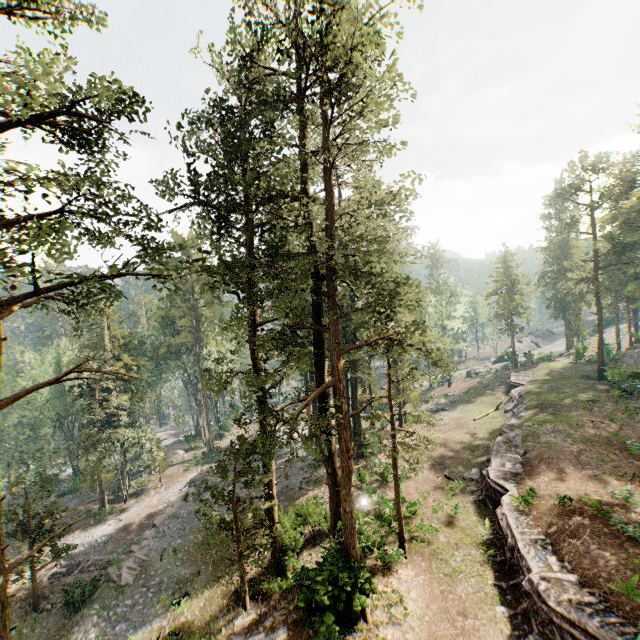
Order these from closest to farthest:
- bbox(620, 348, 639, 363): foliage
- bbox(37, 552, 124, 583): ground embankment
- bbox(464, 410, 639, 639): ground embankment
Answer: bbox(464, 410, 639, 639): ground embankment, bbox(37, 552, 124, 583): ground embankment, bbox(620, 348, 639, 363): foliage

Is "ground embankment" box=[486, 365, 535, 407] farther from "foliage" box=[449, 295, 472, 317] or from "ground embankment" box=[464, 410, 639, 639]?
"ground embankment" box=[464, 410, 639, 639]

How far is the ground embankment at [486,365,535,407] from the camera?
39.0 meters

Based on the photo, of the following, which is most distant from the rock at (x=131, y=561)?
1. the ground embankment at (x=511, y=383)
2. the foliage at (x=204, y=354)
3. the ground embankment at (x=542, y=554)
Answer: the ground embankment at (x=511, y=383)

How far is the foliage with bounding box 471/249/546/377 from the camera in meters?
49.2

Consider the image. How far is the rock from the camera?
22.42m

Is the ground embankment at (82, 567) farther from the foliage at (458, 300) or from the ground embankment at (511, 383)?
the ground embankment at (511, 383)

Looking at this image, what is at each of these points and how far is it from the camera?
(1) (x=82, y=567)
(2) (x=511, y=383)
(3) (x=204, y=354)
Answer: (1) ground embankment, 26.56m
(2) ground embankment, 42.50m
(3) foliage, 50.00m
